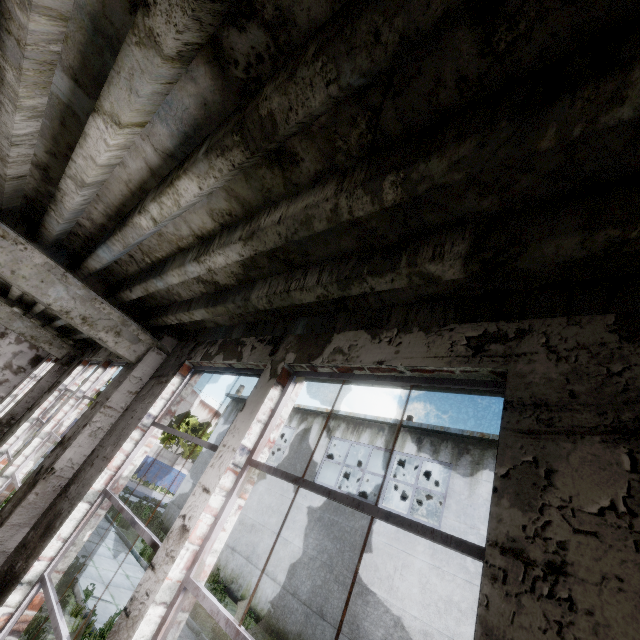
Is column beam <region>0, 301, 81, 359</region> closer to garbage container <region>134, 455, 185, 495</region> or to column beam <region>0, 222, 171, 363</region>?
column beam <region>0, 222, 171, 363</region>

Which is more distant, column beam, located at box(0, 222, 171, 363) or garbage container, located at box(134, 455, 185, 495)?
garbage container, located at box(134, 455, 185, 495)

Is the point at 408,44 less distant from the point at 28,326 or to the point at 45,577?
the point at 45,577

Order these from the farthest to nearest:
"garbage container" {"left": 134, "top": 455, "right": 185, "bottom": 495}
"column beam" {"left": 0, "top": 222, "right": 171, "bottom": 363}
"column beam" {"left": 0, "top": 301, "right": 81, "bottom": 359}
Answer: "garbage container" {"left": 134, "top": 455, "right": 185, "bottom": 495}, "column beam" {"left": 0, "top": 301, "right": 81, "bottom": 359}, "column beam" {"left": 0, "top": 222, "right": 171, "bottom": 363}

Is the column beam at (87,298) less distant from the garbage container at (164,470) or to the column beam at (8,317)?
the column beam at (8,317)

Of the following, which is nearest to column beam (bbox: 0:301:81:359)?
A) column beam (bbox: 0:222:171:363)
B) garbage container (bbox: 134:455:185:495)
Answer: column beam (bbox: 0:222:171:363)
